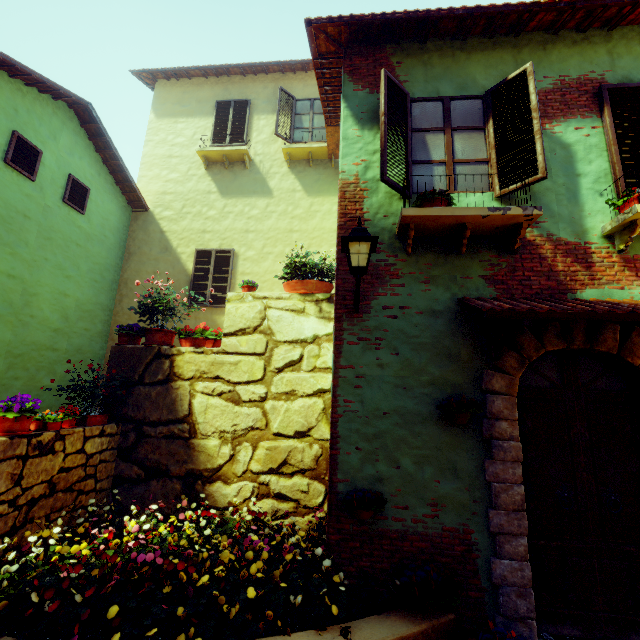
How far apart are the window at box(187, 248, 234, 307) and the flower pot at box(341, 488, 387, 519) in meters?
6.1

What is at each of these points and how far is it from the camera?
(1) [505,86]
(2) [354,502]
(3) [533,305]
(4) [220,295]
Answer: (1) window, 4.3 meters
(2) flower pot, 3.3 meters
(3) door eaves, 3.3 meters
(4) window, 8.5 meters

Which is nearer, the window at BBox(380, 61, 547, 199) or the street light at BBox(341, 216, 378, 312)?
the street light at BBox(341, 216, 378, 312)

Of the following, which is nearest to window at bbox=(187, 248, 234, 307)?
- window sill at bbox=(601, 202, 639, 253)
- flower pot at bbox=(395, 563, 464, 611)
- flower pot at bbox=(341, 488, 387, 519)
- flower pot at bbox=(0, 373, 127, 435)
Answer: flower pot at bbox=(0, 373, 127, 435)

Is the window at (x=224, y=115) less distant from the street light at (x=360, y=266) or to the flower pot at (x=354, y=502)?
the street light at (x=360, y=266)

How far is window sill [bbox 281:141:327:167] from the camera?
8.8 meters

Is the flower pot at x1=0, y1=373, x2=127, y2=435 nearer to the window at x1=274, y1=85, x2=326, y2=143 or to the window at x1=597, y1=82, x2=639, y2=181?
the window at x1=597, y1=82, x2=639, y2=181

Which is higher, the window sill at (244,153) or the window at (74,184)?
the window sill at (244,153)
